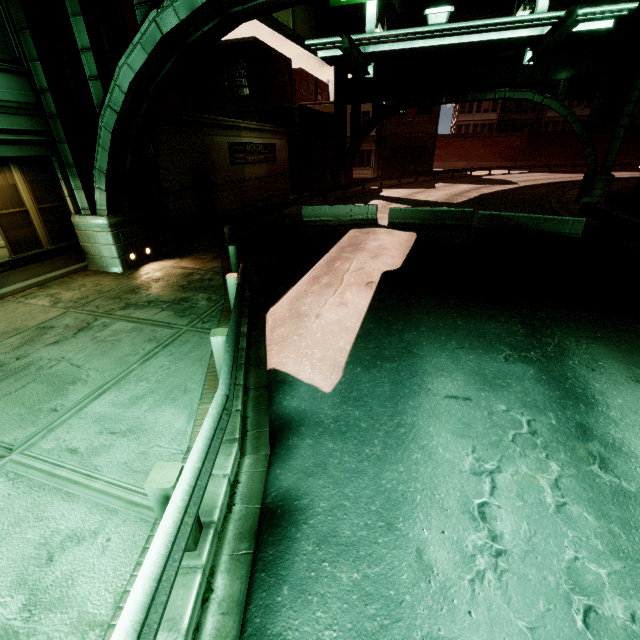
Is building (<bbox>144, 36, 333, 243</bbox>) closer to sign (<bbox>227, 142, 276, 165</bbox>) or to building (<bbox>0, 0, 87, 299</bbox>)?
sign (<bbox>227, 142, 276, 165</bbox>)

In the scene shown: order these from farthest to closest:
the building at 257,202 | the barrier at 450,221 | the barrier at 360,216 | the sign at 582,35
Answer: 1. the barrier at 360,216
2. the barrier at 450,221
3. the building at 257,202
4. the sign at 582,35

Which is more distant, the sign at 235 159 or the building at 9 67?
the sign at 235 159

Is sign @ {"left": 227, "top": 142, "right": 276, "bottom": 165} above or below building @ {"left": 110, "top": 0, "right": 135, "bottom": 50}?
below

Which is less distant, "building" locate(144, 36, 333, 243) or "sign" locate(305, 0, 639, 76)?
"sign" locate(305, 0, 639, 76)

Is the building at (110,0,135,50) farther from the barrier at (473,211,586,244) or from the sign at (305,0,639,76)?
the barrier at (473,211,586,244)

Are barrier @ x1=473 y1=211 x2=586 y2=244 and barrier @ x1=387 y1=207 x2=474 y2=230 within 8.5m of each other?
yes

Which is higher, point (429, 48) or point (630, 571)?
point (429, 48)
